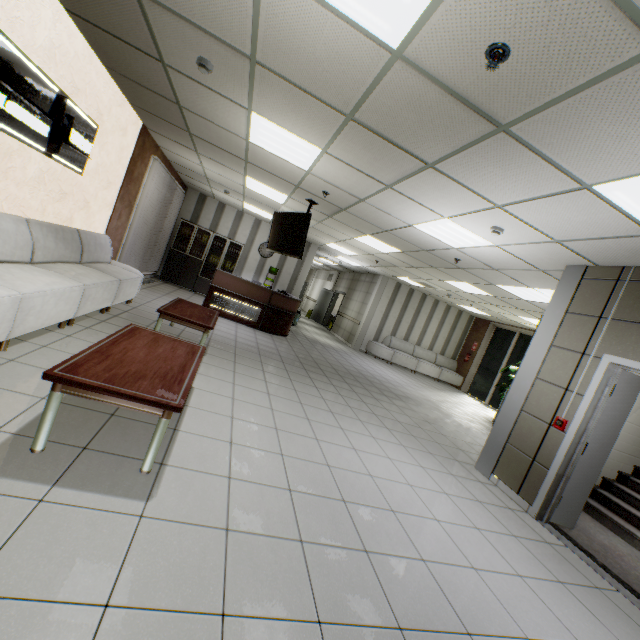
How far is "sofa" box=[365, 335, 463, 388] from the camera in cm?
1299

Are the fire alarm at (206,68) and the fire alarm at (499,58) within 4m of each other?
yes

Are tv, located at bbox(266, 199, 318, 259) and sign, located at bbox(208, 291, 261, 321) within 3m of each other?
yes

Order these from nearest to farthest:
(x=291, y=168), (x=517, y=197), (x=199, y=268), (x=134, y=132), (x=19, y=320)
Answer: (x=19, y=320) < (x=517, y=197) < (x=291, y=168) < (x=134, y=132) < (x=199, y=268)

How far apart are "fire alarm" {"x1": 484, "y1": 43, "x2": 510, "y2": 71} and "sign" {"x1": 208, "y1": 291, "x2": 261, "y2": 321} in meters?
7.5

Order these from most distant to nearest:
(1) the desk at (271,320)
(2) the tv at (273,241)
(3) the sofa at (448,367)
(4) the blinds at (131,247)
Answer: (3) the sofa at (448,367) → (1) the desk at (271,320) → (4) the blinds at (131,247) → (2) the tv at (273,241)

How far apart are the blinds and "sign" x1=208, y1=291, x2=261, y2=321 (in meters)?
1.95

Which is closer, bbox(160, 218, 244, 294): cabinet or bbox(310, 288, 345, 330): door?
bbox(160, 218, 244, 294): cabinet
